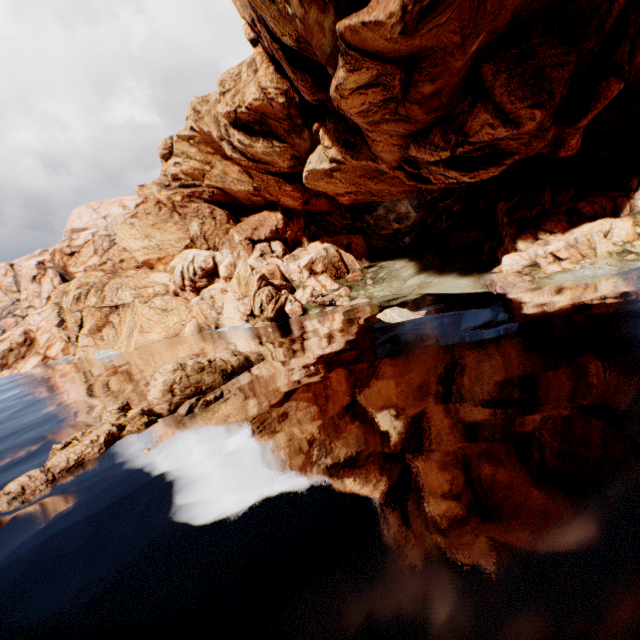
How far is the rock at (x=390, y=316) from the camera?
27.1m

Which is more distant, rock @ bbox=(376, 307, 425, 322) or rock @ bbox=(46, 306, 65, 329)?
rock @ bbox=(46, 306, 65, 329)

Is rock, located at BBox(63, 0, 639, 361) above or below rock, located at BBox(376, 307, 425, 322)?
above

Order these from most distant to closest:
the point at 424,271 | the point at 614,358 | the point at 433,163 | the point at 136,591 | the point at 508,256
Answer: the point at 424,271 < the point at 508,256 < the point at 433,163 < the point at 614,358 < the point at 136,591

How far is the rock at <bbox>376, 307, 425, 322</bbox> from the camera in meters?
27.1

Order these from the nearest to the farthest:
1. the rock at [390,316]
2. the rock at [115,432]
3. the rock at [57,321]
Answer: the rock at [115,432] → the rock at [390,316] → the rock at [57,321]
